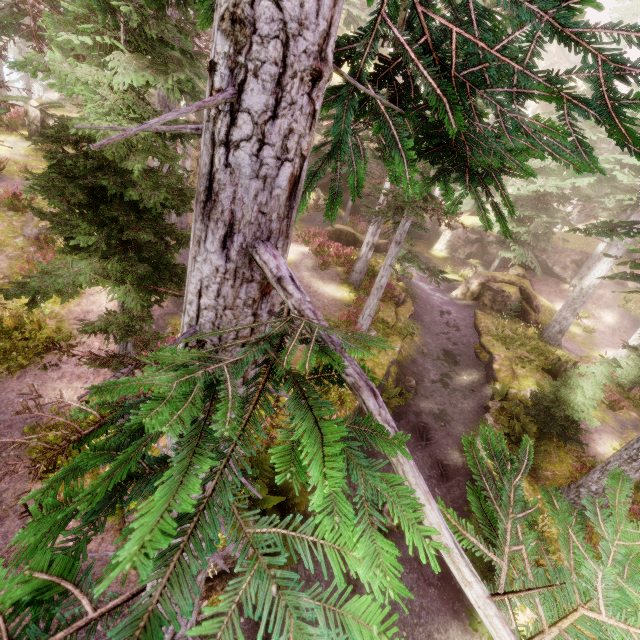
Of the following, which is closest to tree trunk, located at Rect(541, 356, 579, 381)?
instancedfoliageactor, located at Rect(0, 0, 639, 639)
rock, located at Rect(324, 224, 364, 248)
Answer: instancedfoliageactor, located at Rect(0, 0, 639, 639)

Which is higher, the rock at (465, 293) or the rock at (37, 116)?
the rock at (37, 116)

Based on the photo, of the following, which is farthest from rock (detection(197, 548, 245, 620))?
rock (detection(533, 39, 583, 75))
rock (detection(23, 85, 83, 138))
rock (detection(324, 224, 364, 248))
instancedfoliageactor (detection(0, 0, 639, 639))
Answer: rock (detection(23, 85, 83, 138))

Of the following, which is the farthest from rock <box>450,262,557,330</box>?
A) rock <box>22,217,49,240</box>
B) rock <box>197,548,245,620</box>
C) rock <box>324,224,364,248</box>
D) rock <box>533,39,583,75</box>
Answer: rock <box>22,217,49,240</box>

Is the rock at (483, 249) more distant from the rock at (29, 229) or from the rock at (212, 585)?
the rock at (212, 585)

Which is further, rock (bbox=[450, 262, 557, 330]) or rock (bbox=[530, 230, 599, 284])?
rock (bbox=[530, 230, 599, 284])

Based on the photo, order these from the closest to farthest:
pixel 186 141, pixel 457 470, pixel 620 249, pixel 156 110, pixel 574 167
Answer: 1. pixel 574 167
2. pixel 156 110
3. pixel 186 141
4. pixel 457 470
5. pixel 620 249

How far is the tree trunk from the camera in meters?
15.1 m
